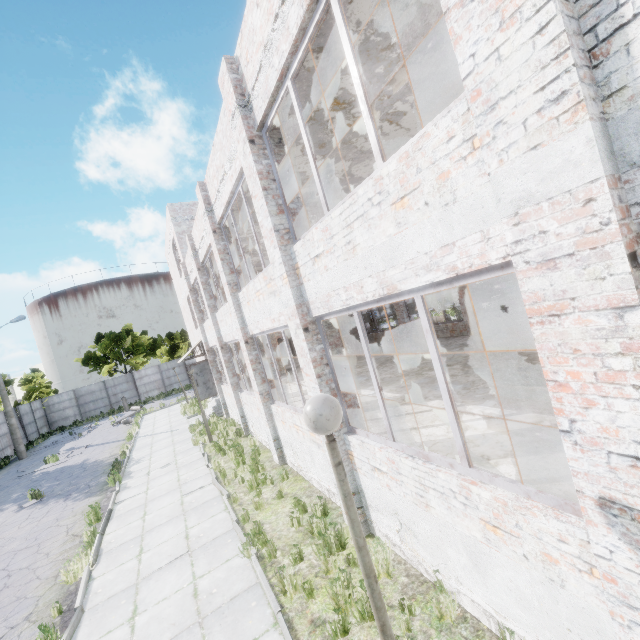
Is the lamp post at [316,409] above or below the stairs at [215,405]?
above

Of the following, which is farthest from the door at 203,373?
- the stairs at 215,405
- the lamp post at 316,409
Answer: the lamp post at 316,409

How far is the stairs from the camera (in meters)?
18.92

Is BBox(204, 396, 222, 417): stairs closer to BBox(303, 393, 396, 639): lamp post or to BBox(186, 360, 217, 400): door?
BBox(186, 360, 217, 400): door

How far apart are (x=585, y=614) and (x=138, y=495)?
12.0m

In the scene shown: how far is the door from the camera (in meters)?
18.67

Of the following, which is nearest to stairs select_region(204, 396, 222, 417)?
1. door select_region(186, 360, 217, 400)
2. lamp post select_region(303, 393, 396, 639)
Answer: door select_region(186, 360, 217, 400)
